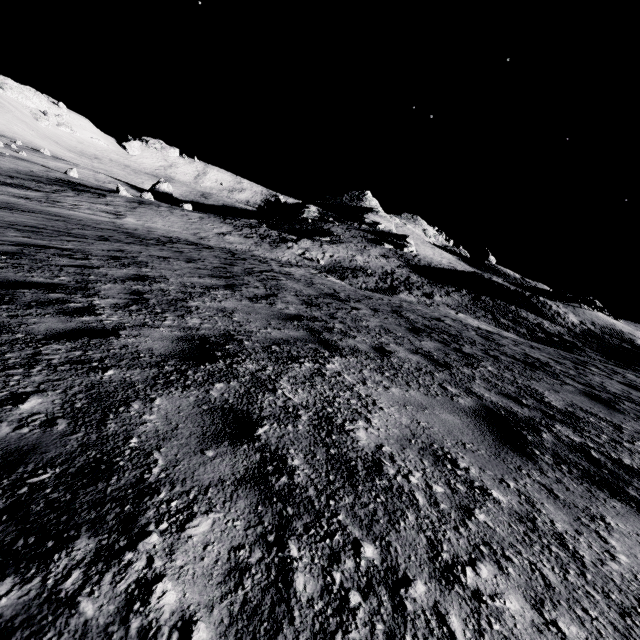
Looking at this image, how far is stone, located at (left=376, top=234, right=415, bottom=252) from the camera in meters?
51.7 m

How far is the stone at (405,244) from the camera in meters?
51.7 m

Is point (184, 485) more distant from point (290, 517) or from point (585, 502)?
point (585, 502)
